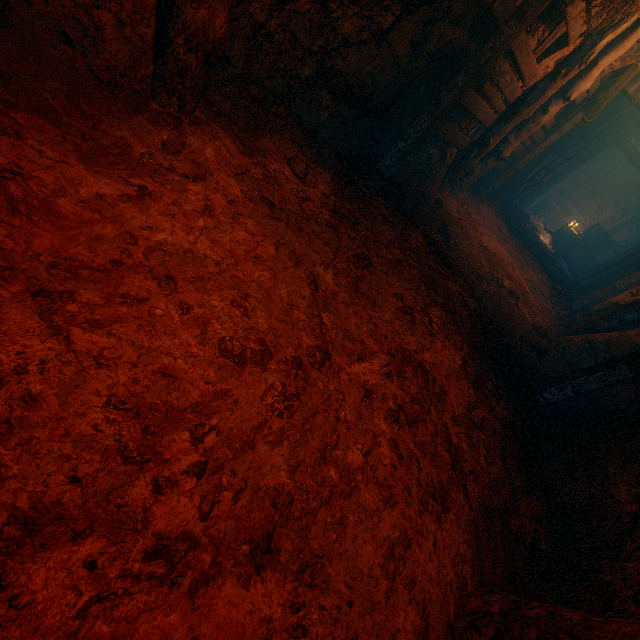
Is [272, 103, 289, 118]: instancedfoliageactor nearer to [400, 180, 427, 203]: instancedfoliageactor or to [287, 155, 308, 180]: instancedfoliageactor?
A: [287, 155, 308, 180]: instancedfoliageactor

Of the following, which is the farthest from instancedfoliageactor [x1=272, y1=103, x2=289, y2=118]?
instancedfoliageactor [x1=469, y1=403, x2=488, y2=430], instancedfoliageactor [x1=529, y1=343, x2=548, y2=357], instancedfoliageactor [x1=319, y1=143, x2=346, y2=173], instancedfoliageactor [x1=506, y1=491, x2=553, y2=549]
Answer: instancedfoliageactor [x1=529, y1=343, x2=548, y2=357]

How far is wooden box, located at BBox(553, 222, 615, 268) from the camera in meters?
15.1

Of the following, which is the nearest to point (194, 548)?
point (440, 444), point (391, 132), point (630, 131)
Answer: point (440, 444)

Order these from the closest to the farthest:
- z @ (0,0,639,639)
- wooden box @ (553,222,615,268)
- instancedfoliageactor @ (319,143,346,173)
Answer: z @ (0,0,639,639), instancedfoliageactor @ (319,143,346,173), wooden box @ (553,222,615,268)

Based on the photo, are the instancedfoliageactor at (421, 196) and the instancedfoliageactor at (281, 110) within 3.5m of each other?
yes

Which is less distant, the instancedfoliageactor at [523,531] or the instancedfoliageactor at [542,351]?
the instancedfoliageactor at [523,531]

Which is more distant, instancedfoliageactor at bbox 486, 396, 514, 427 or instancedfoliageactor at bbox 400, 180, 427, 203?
instancedfoliageactor at bbox 400, 180, 427, 203
